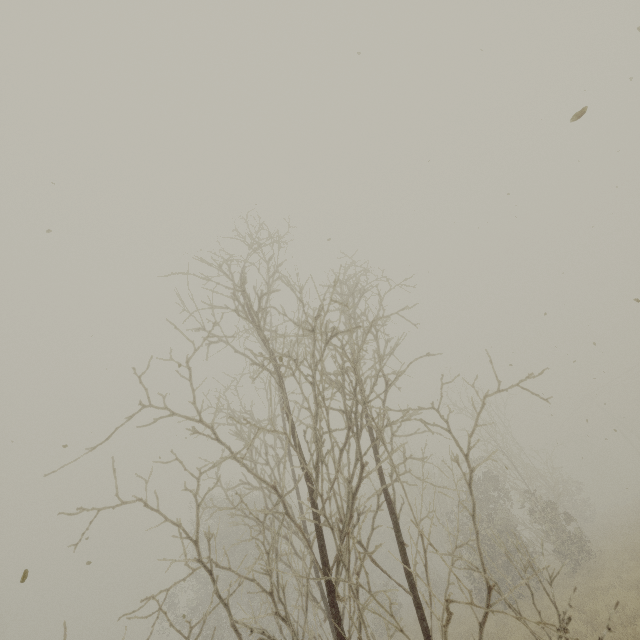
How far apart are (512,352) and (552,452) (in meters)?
15.83
